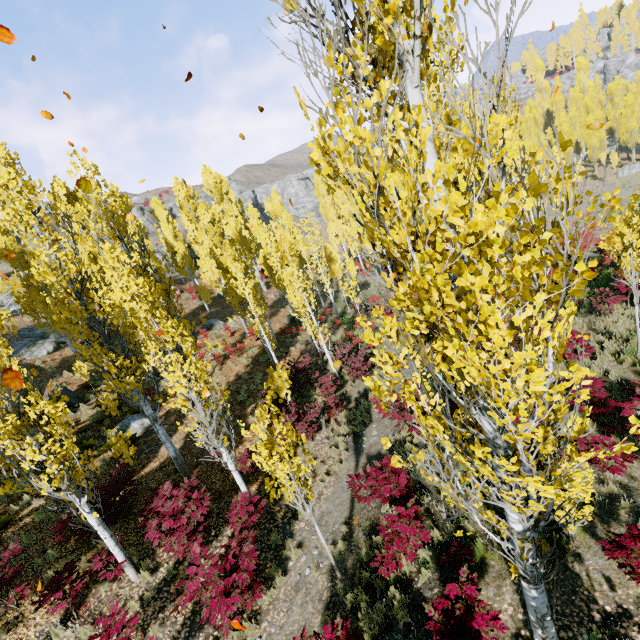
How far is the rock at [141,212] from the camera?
58.6m

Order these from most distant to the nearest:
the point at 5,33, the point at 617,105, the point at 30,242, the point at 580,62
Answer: the point at 580,62
the point at 617,105
the point at 30,242
the point at 5,33

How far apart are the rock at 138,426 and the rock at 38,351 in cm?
1086

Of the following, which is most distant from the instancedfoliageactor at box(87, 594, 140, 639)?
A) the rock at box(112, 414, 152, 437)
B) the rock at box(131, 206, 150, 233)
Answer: the rock at box(131, 206, 150, 233)

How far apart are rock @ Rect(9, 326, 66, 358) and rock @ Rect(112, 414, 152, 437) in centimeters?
1086cm

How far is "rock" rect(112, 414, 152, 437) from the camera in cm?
1520

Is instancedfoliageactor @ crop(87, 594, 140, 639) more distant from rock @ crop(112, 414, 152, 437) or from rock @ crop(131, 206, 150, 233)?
rock @ crop(131, 206, 150, 233)

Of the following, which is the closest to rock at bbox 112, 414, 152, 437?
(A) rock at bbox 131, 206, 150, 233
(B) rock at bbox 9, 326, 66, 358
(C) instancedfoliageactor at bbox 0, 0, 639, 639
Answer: (C) instancedfoliageactor at bbox 0, 0, 639, 639
